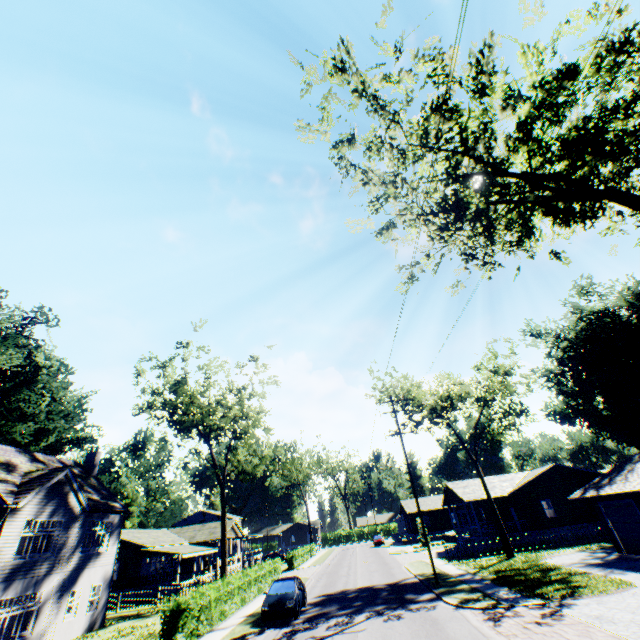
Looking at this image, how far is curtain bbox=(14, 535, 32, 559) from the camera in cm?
1781

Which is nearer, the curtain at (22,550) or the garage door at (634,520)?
the curtain at (22,550)

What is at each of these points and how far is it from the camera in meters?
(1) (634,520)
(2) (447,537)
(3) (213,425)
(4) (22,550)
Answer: (1) garage door, 20.2 m
(2) rock, 46.7 m
(3) tree, 30.9 m
(4) curtain, 18.0 m

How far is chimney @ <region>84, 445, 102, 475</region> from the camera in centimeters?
2825cm

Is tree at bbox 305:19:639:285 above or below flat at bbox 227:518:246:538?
above

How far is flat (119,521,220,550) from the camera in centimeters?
3503cm

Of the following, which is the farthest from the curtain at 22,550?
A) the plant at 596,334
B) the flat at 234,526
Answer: the plant at 596,334

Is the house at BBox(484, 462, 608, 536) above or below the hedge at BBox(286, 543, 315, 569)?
above
